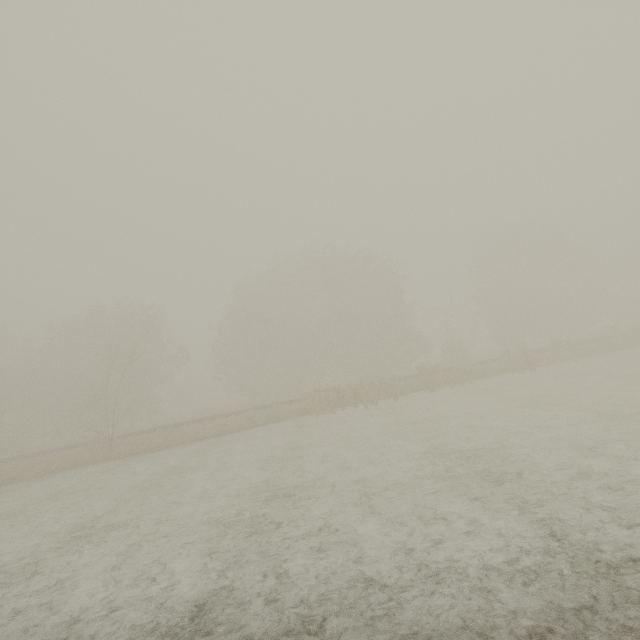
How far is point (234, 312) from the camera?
40.1 meters
